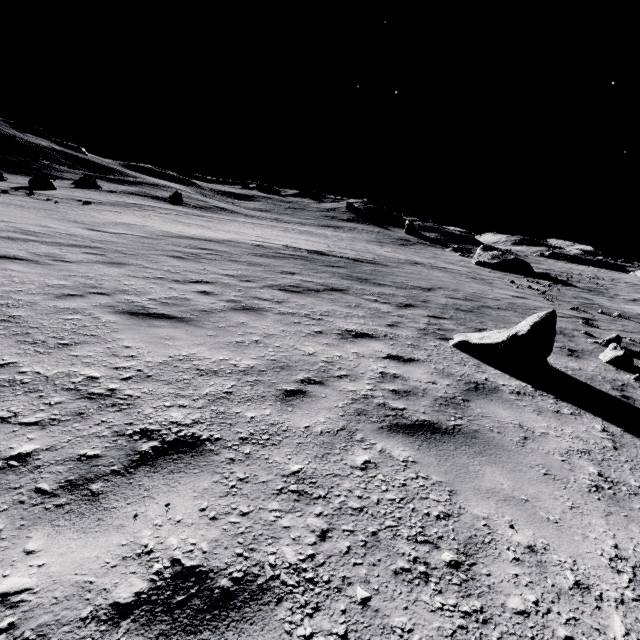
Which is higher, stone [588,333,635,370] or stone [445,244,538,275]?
stone [445,244,538,275]

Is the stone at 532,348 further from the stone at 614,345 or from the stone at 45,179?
the stone at 45,179

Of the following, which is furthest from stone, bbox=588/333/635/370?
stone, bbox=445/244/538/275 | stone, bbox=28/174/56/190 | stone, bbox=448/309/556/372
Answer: stone, bbox=28/174/56/190

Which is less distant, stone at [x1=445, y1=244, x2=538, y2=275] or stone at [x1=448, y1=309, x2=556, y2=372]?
stone at [x1=448, y1=309, x2=556, y2=372]

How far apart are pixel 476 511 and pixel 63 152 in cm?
7687

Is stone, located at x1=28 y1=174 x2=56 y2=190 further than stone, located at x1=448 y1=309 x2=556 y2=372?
Yes

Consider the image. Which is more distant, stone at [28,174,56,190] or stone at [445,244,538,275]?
stone at [445,244,538,275]

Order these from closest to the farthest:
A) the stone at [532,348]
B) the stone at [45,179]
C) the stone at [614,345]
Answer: the stone at [532,348] < the stone at [614,345] < the stone at [45,179]
